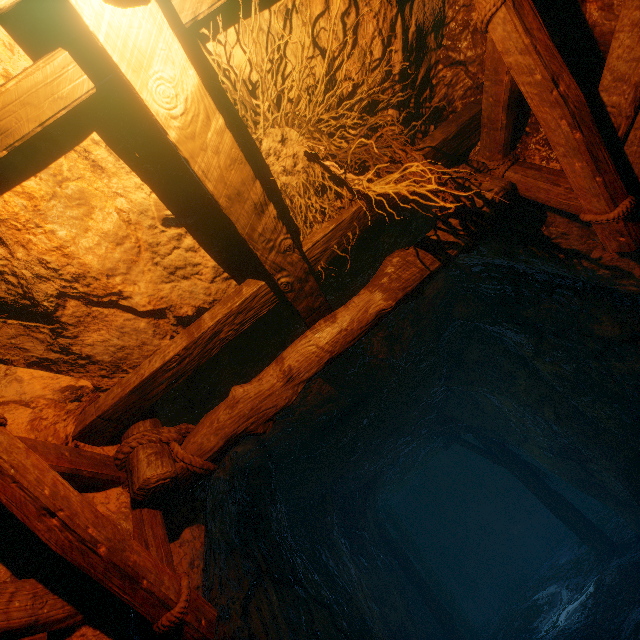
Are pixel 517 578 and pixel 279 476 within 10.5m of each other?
no
